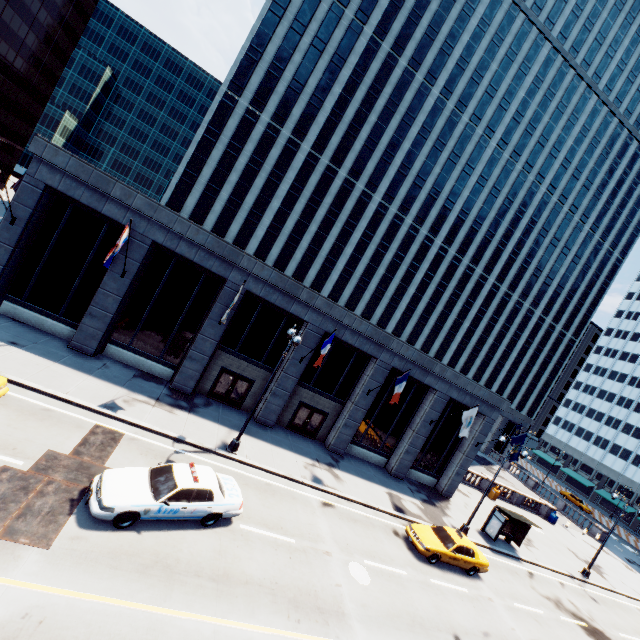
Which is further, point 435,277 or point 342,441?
point 435,277

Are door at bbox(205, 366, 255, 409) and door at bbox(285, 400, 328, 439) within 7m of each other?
yes

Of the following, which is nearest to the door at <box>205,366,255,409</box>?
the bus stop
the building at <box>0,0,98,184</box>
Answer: the bus stop

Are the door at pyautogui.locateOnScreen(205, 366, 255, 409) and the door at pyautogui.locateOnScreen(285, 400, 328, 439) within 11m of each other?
yes

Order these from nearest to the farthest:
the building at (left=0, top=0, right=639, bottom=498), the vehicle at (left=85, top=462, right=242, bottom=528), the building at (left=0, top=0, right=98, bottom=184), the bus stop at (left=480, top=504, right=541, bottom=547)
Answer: the vehicle at (left=85, top=462, right=242, bottom=528)
the building at (left=0, top=0, right=639, bottom=498)
the bus stop at (left=480, top=504, right=541, bottom=547)
the building at (left=0, top=0, right=98, bottom=184)

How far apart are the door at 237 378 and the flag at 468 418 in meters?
14.1

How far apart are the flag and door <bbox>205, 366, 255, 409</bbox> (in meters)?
14.13

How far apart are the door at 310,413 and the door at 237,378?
3.5m
